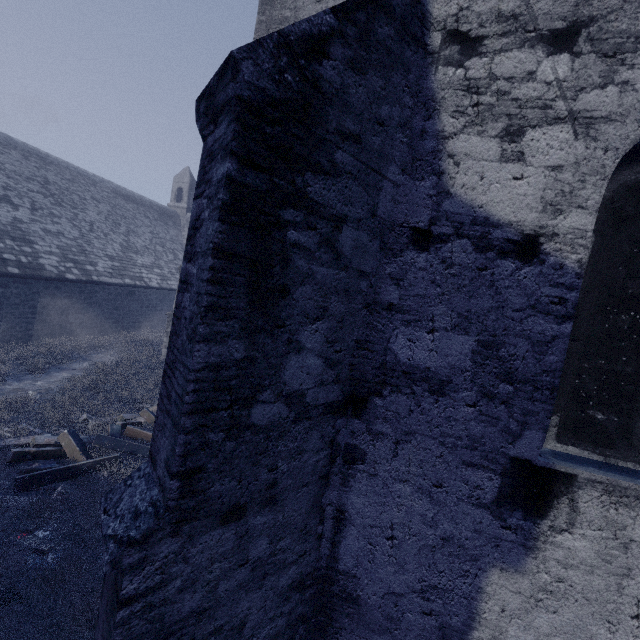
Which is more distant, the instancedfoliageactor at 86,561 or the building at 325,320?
the instancedfoliageactor at 86,561

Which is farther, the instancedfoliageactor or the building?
the instancedfoliageactor

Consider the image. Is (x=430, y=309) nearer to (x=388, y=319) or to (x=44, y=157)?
(x=388, y=319)

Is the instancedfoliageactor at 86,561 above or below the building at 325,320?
below

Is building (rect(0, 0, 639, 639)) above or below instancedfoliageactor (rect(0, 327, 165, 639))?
above
